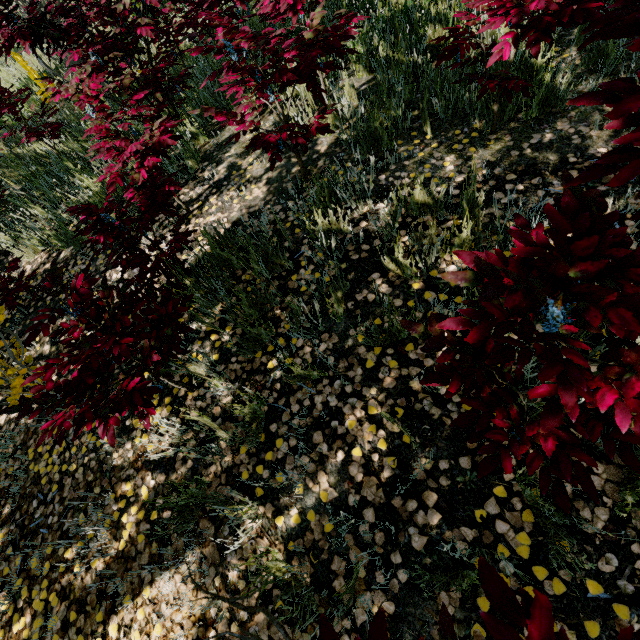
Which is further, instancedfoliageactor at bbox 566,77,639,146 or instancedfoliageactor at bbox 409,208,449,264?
instancedfoliageactor at bbox 409,208,449,264

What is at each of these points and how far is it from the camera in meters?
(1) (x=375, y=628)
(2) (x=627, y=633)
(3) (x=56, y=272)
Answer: (1) instancedfoliageactor, 0.8
(2) instancedfoliageactor, 0.6
(3) instancedfoliageactor, 1.6

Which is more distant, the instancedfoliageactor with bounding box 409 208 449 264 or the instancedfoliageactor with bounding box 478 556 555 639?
the instancedfoliageactor with bounding box 409 208 449 264

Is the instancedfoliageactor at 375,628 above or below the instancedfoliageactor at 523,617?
below

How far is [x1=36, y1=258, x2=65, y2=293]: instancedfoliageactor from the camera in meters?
1.6 m

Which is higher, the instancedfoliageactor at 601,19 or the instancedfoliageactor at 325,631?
the instancedfoliageactor at 601,19
